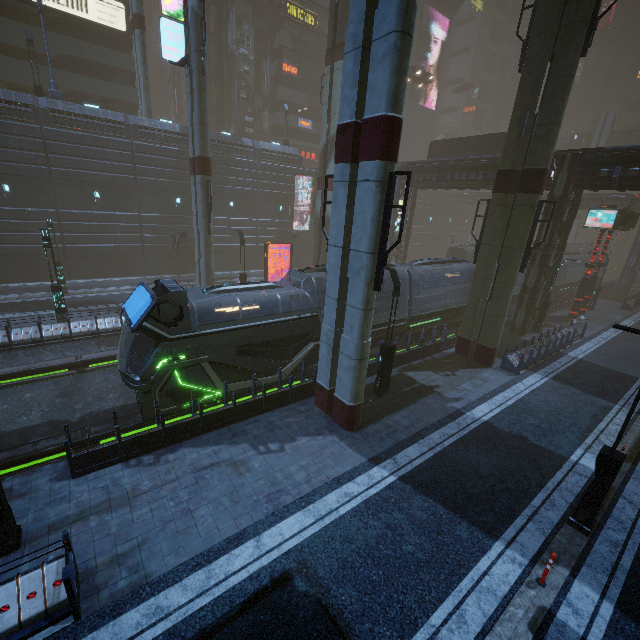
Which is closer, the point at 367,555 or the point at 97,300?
the point at 367,555

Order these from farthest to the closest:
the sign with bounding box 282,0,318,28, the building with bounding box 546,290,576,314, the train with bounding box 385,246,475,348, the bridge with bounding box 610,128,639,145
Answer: the bridge with bounding box 610,128,639,145 < the sign with bounding box 282,0,318,28 < the building with bounding box 546,290,576,314 < the train with bounding box 385,246,475,348

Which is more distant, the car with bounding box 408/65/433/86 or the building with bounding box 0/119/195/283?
the car with bounding box 408/65/433/86

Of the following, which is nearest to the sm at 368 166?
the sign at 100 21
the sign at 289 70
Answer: the sign at 100 21

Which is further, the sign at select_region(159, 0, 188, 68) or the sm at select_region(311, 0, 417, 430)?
the sign at select_region(159, 0, 188, 68)

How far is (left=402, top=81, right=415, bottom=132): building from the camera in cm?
5791

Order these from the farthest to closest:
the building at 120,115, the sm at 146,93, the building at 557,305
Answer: the building at 557,305, the sm at 146,93, the building at 120,115
